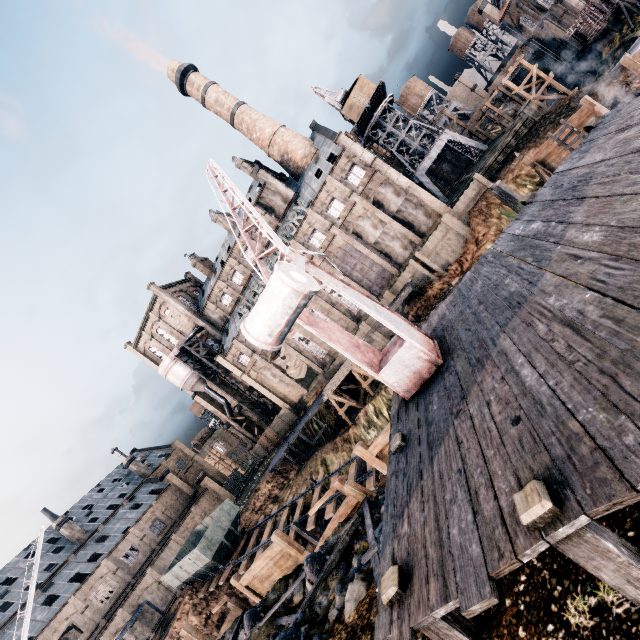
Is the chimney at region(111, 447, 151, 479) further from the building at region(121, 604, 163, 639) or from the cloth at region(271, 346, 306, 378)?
the cloth at region(271, 346, 306, 378)

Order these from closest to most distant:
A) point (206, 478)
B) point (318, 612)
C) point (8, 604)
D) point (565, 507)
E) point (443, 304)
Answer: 1. point (565, 507)
2. point (318, 612)
3. point (443, 304)
4. point (8, 604)
5. point (206, 478)

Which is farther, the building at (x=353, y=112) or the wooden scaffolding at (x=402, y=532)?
the building at (x=353, y=112)

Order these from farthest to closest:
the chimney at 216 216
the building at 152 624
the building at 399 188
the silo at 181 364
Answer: the silo at 181 364 → the chimney at 216 216 → the building at 399 188 → the building at 152 624

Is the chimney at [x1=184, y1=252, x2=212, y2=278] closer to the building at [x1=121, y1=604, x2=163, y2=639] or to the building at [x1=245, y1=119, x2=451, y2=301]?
the building at [x1=245, y1=119, x2=451, y2=301]

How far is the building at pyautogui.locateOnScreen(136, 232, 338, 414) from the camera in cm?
4781

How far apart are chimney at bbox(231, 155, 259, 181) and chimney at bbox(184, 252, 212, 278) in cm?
1680

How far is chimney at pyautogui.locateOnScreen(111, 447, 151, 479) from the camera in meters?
57.3 m
